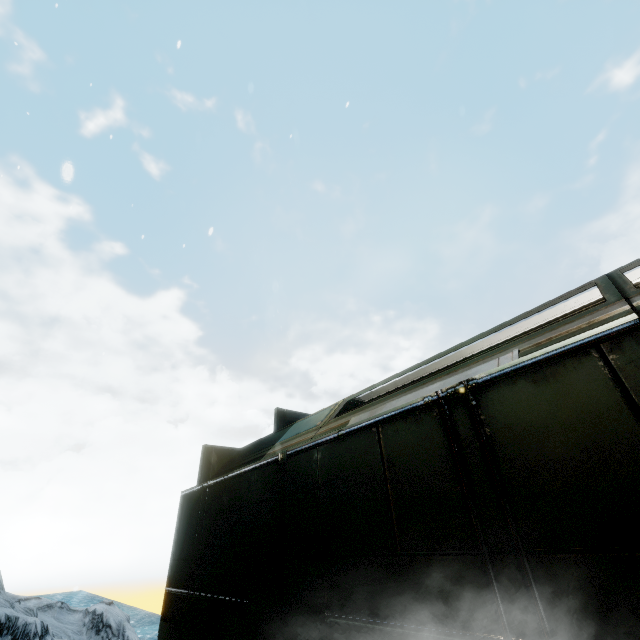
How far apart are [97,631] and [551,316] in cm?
1298
